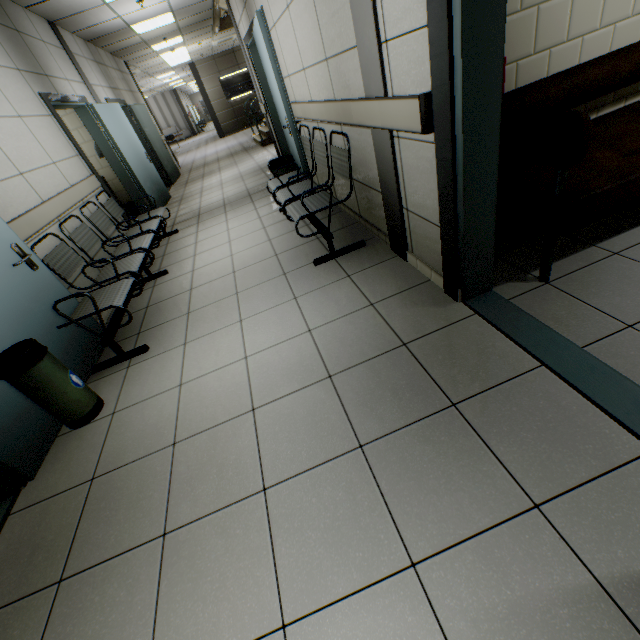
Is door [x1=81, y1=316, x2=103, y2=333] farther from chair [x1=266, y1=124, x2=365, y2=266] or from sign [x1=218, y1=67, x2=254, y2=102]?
sign [x1=218, y1=67, x2=254, y2=102]

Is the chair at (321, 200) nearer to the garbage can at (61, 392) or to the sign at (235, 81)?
the garbage can at (61, 392)

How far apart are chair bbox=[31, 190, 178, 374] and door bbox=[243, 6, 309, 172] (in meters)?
2.06

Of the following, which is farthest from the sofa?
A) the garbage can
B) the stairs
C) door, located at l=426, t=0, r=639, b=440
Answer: the stairs

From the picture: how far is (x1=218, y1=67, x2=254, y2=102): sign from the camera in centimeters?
1584cm

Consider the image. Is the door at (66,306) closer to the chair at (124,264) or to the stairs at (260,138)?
the chair at (124,264)

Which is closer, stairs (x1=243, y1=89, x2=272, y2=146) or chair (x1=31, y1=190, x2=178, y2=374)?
chair (x1=31, y1=190, x2=178, y2=374)

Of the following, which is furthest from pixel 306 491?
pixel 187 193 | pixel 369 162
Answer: pixel 187 193
